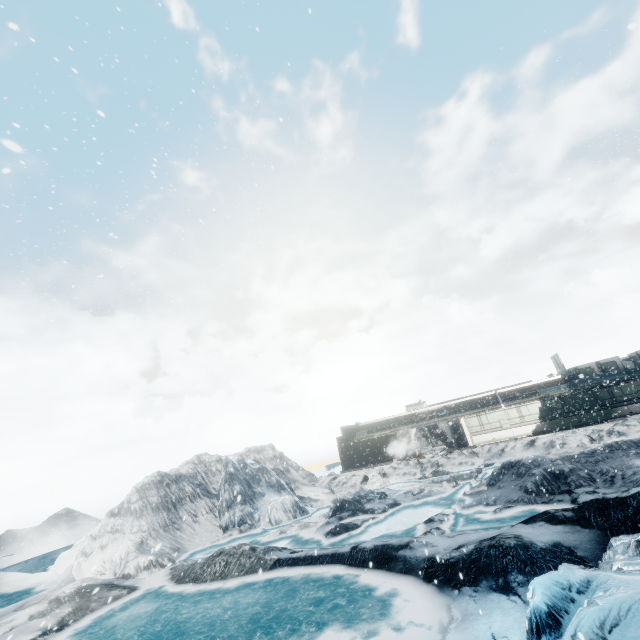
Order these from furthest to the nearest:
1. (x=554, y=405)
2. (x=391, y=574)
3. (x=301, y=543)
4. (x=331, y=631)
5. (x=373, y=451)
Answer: (x=373, y=451) < (x=554, y=405) < (x=301, y=543) < (x=391, y=574) < (x=331, y=631)
